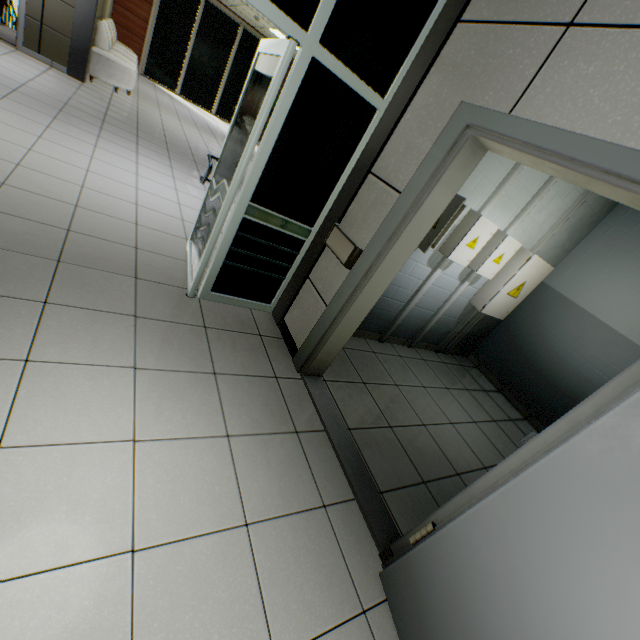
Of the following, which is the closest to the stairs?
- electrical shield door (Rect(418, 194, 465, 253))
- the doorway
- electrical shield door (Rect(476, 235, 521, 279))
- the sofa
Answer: the sofa

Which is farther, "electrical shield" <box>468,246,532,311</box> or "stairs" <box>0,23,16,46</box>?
"stairs" <box>0,23,16,46</box>

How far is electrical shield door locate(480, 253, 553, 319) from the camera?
3.9 meters

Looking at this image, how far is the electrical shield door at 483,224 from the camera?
3.2 meters

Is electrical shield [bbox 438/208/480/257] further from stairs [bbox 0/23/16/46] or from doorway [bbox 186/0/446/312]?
stairs [bbox 0/23/16/46]

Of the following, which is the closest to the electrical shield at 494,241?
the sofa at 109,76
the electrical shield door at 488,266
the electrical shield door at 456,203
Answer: the electrical shield door at 488,266

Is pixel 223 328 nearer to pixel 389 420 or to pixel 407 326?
pixel 389 420

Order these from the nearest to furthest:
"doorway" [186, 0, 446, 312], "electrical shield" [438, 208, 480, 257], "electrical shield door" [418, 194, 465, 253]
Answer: "doorway" [186, 0, 446, 312], "electrical shield door" [418, 194, 465, 253], "electrical shield" [438, 208, 480, 257]
